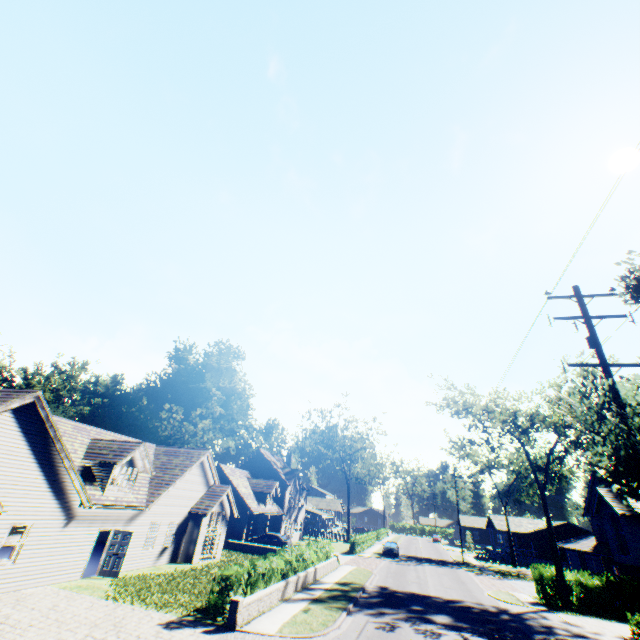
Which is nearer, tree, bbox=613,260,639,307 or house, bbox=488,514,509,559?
tree, bbox=613,260,639,307

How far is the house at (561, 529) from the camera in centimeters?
5116cm

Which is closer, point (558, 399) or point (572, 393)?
point (572, 393)

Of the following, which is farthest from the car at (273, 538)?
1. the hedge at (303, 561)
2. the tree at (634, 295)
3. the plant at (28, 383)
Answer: the plant at (28, 383)

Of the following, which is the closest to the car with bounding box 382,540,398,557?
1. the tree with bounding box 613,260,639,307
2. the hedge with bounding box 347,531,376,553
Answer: the hedge with bounding box 347,531,376,553

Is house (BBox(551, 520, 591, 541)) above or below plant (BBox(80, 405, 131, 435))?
below

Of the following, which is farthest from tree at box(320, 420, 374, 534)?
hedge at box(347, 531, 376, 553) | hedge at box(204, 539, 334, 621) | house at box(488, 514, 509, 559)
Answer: house at box(488, 514, 509, 559)

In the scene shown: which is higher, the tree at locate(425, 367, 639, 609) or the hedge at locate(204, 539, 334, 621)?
the tree at locate(425, 367, 639, 609)
